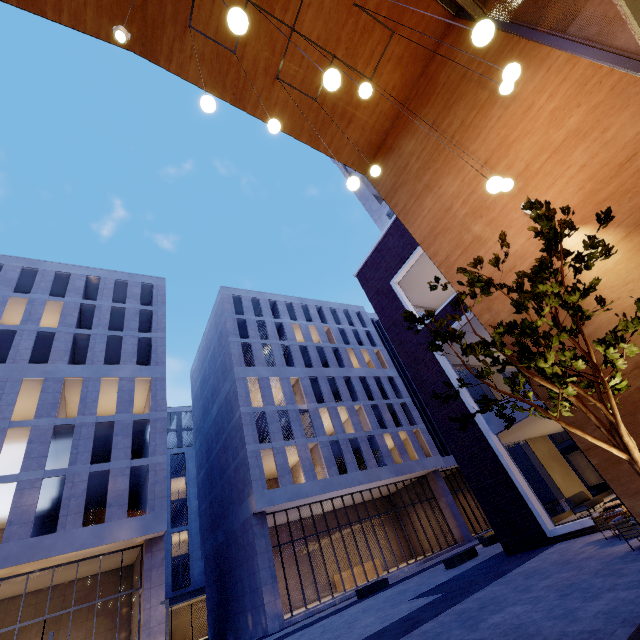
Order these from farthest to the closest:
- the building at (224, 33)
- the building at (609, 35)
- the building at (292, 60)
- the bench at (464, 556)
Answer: the bench at (464, 556)
the building at (292, 60)
the building at (224, 33)
the building at (609, 35)

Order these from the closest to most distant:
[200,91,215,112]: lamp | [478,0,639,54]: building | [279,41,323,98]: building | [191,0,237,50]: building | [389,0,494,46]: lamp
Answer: [389,0,494,46]: lamp
[200,91,215,112]: lamp
[478,0,639,54]: building
[191,0,237,50]: building
[279,41,323,98]: building

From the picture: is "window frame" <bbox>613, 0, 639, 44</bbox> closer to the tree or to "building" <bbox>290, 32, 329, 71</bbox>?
"building" <bbox>290, 32, 329, 71</bbox>

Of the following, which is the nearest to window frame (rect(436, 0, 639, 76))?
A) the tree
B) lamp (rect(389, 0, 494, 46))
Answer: lamp (rect(389, 0, 494, 46))

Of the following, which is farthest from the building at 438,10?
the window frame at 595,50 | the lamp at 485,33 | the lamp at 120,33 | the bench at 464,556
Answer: the bench at 464,556

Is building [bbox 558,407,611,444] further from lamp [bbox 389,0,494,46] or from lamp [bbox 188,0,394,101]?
lamp [bbox 389,0,494,46]

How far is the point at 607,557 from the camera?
7.3m

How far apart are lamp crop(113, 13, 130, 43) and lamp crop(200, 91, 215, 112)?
1.5 meters
